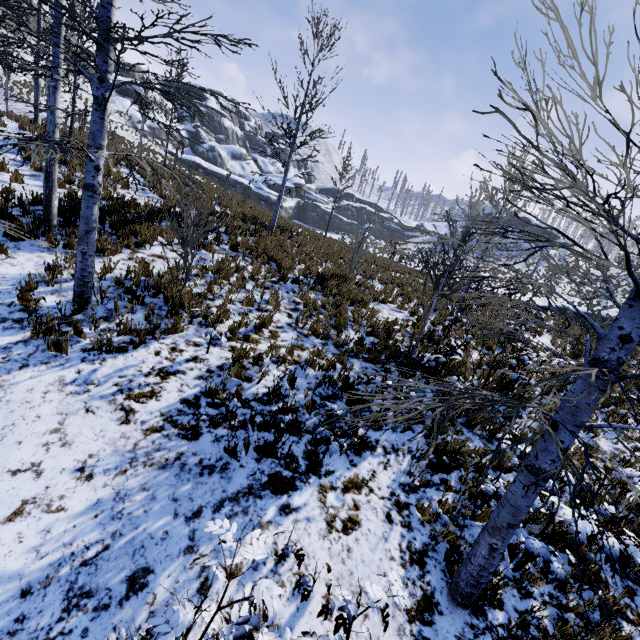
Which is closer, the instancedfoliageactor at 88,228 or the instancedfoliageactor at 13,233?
the instancedfoliageactor at 88,228

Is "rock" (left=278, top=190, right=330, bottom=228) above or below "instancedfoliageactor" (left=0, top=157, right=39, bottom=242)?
above

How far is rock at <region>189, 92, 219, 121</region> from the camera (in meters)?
57.38

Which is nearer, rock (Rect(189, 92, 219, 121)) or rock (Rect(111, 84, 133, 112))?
rock (Rect(111, 84, 133, 112))

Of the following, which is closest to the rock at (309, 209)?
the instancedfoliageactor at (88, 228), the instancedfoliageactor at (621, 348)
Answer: the instancedfoliageactor at (88, 228)

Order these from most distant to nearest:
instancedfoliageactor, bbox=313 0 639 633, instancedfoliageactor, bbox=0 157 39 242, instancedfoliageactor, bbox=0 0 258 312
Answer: instancedfoliageactor, bbox=0 157 39 242
instancedfoliageactor, bbox=0 0 258 312
instancedfoliageactor, bbox=313 0 639 633

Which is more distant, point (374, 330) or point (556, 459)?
point (374, 330)
